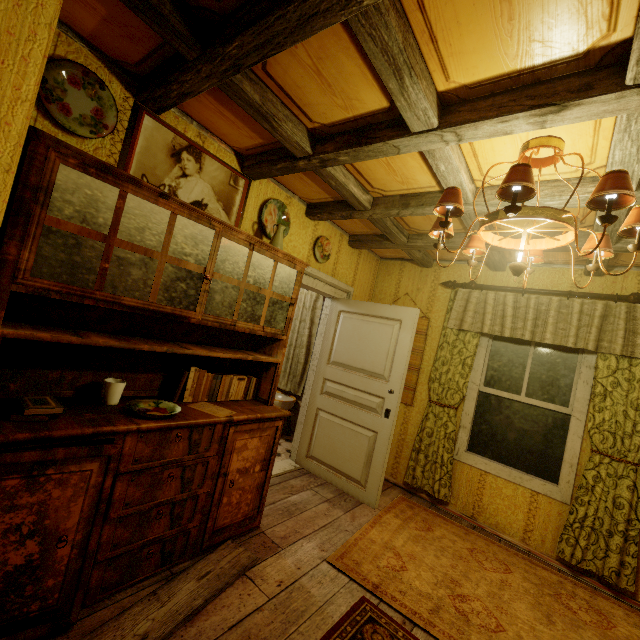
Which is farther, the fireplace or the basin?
the basin

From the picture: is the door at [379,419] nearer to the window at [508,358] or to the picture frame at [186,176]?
the window at [508,358]

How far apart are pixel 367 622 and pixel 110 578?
1.49m

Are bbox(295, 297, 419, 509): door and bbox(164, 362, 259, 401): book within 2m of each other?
yes

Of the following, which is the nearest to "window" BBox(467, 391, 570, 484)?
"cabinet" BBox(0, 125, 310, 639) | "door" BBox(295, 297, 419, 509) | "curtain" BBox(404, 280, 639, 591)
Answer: "curtain" BBox(404, 280, 639, 591)

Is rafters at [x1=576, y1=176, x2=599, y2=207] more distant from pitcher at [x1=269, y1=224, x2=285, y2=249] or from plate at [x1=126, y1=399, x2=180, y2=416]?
plate at [x1=126, y1=399, x2=180, y2=416]

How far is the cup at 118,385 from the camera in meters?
1.9 m

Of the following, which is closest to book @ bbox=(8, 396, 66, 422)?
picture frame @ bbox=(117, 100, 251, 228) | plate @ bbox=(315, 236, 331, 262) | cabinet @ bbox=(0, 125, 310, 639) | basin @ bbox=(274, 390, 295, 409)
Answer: cabinet @ bbox=(0, 125, 310, 639)
